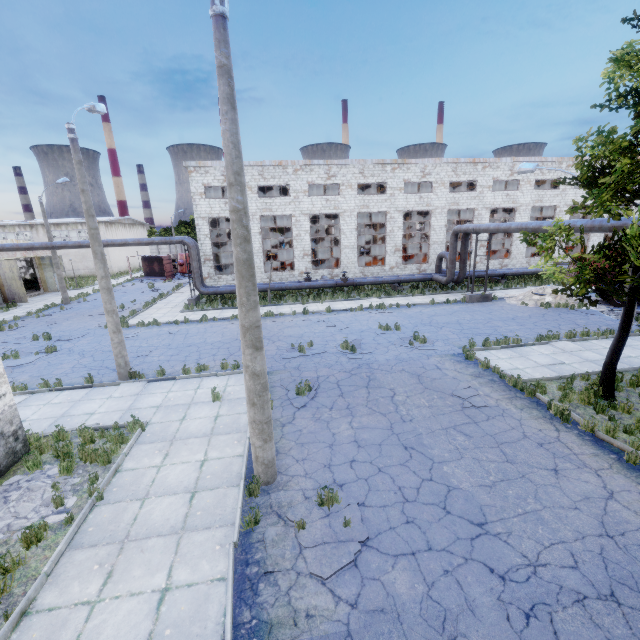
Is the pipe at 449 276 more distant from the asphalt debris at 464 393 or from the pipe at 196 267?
the asphalt debris at 464 393

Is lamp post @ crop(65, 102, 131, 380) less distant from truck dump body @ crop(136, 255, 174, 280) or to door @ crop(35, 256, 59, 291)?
door @ crop(35, 256, 59, 291)

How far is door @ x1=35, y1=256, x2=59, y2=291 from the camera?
34.1m

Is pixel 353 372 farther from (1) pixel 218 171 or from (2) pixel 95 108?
(1) pixel 218 171

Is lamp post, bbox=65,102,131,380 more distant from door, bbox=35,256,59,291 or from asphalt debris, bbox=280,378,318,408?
door, bbox=35,256,59,291

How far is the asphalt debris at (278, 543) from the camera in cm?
527

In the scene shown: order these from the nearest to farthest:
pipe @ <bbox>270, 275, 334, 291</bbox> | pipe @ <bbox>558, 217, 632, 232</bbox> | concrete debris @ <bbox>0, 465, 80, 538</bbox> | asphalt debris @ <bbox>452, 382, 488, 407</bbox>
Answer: concrete debris @ <bbox>0, 465, 80, 538</bbox>, asphalt debris @ <bbox>452, 382, 488, 407</bbox>, pipe @ <bbox>558, 217, 632, 232</bbox>, pipe @ <bbox>270, 275, 334, 291</bbox>

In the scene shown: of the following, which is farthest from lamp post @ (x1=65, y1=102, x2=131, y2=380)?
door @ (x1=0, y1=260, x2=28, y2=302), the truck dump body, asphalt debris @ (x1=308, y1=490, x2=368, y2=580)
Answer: the truck dump body
